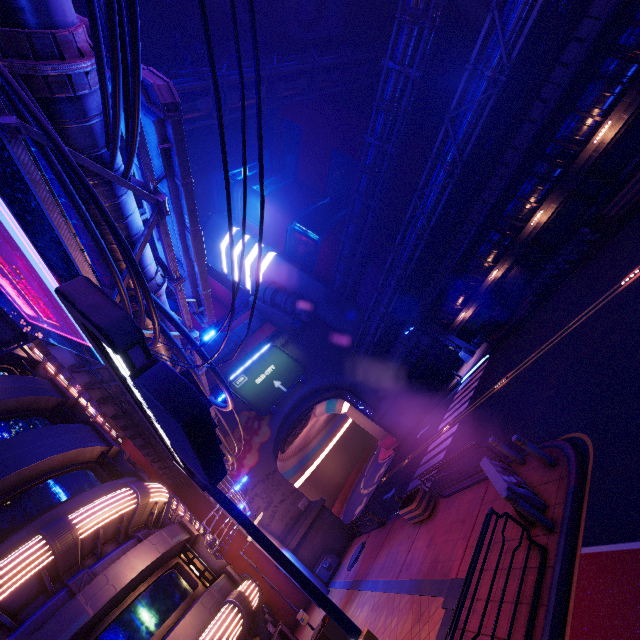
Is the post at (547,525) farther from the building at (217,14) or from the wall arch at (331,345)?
the building at (217,14)

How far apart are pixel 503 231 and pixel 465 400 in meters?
12.1 m

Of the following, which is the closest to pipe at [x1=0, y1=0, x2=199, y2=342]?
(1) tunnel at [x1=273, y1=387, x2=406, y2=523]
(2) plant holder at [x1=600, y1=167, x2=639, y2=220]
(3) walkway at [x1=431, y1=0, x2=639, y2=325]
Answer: (1) tunnel at [x1=273, y1=387, x2=406, y2=523]

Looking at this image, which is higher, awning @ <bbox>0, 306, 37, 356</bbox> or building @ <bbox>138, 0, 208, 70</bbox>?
building @ <bbox>138, 0, 208, 70</bbox>

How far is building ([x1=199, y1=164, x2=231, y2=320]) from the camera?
46.2m

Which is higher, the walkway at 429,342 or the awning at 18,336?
the awning at 18,336

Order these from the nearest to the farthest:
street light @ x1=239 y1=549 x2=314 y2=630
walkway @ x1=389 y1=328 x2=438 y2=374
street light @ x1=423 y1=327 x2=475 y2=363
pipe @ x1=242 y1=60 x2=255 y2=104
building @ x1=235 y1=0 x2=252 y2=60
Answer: street light @ x1=239 y1=549 x2=314 y2=630 → pipe @ x1=242 y1=60 x2=255 y2=104 → street light @ x1=423 y1=327 x2=475 y2=363 → walkway @ x1=389 y1=328 x2=438 y2=374 → building @ x1=235 y1=0 x2=252 y2=60

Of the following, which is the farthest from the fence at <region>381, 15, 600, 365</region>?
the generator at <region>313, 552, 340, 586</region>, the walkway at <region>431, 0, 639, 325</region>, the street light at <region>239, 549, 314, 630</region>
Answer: the street light at <region>239, 549, 314, 630</region>
